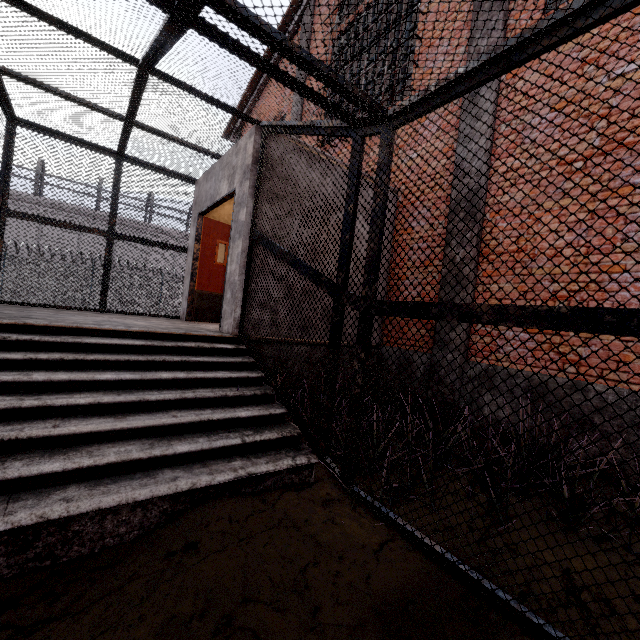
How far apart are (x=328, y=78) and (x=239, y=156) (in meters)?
3.16

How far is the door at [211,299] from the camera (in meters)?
6.63

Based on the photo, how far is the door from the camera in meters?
6.6 m
